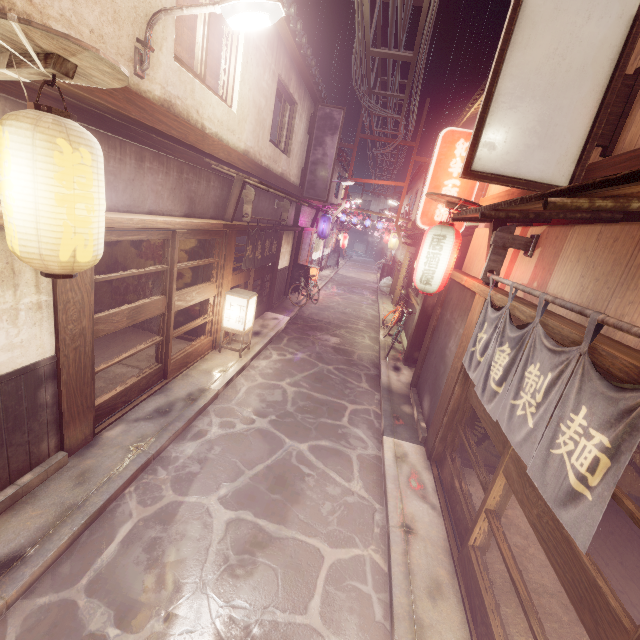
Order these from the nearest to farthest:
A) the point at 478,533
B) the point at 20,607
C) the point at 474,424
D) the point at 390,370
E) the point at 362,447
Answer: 1. the point at 20,607
2. the point at 478,533
3. the point at 474,424
4. the point at 362,447
5. the point at 390,370

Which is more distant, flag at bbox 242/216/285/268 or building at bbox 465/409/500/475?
flag at bbox 242/216/285/268

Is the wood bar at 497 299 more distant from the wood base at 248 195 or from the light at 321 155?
the light at 321 155

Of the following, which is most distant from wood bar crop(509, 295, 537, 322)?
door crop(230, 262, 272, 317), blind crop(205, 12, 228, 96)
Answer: blind crop(205, 12, 228, 96)

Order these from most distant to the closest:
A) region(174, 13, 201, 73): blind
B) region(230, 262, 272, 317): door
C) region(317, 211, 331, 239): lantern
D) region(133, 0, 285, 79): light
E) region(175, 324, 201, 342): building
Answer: region(317, 211, 331, 239): lantern → region(230, 262, 272, 317): door → region(175, 324, 201, 342): building → region(174, 13, 201, 73): blind → region(133, 0, 285, 79): light

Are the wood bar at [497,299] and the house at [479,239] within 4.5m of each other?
yes

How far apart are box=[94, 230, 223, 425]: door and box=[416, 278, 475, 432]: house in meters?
8.9 m

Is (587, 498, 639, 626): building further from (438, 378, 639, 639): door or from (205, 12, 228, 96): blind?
(205, 12, 228, 96): blind
